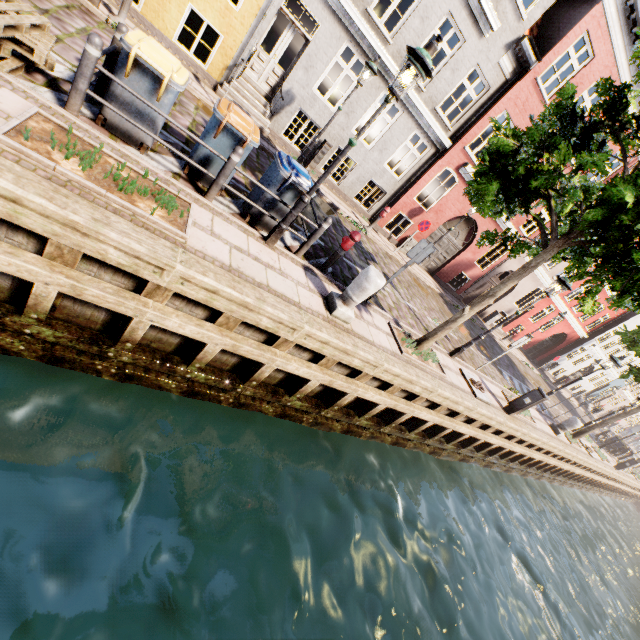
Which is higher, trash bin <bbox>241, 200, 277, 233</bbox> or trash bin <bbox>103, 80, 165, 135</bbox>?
trash bin <bbox>103, 80, 165, 135</bbox>

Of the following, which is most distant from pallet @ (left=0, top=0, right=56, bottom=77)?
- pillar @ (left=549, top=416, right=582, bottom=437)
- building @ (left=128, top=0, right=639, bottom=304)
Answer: pillar @ (left=549, top=416, right=582, bottom=437)

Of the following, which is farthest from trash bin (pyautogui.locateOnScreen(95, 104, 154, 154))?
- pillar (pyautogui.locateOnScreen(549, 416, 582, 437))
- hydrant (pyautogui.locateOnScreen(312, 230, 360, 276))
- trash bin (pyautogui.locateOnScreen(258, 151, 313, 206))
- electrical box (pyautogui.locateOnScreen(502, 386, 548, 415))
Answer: pillar (pyautogui.locateOnScreen(549, 416, 582, 437))

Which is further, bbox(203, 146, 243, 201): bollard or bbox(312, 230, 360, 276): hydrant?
bbox(312, 230, 360, 276): hydrant

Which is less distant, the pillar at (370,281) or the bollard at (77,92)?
the bollard at (77,92)

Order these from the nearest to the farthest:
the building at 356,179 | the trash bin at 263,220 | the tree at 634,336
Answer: the trash bin at 263,220 < the building at 356,179 < the tree at 634,336

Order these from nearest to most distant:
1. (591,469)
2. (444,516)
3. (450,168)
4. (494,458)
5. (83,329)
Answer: (83,329)
(444,516)
(494,458)
(450,168)
(591,469)

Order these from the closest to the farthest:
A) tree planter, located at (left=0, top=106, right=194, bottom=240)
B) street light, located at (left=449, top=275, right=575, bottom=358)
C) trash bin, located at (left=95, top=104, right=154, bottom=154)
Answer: tree planter, located at (left=0, top=106, right=194, bottom=240) → trash bin, located at (left=95, top=104, right=154, bottom=154) → street light, located at (left=449, top=275, right=575, bottom=358)
